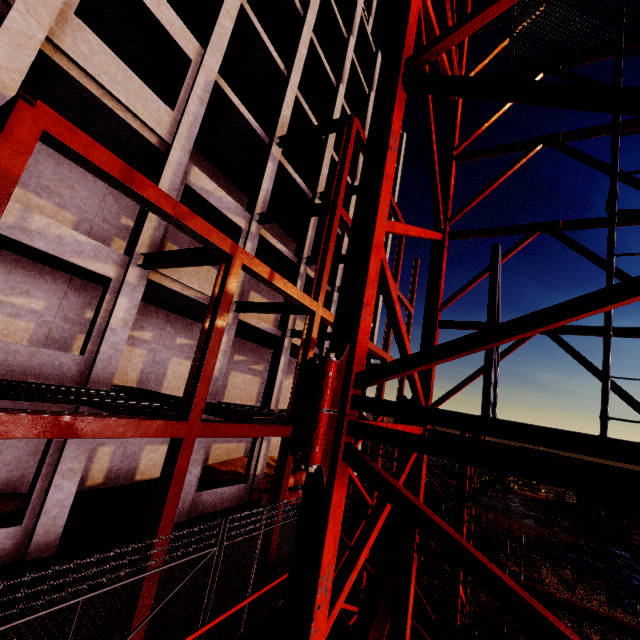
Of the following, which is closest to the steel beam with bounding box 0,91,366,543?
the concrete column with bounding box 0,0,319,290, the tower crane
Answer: the concrete column with bounding box 0,0,319,290

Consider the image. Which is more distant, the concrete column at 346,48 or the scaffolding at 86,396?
the concrete column at 346,48

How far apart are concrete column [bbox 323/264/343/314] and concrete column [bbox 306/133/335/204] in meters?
3.2

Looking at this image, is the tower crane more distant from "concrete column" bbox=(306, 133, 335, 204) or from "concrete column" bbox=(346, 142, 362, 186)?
"concrete column" bbox=(346, 142, 362, 186)

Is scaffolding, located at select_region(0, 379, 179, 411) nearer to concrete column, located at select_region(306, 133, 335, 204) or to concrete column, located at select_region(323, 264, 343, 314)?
concrete column, located at select_region(306, 133, 335, 204)

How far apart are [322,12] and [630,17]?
23.86m

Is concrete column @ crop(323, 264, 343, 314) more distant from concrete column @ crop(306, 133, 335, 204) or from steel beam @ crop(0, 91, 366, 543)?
concrete column @ crop(306, 133, 335, 204)

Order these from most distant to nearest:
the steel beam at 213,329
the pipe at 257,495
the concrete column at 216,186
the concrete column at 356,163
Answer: the concrete column at 356,163 < the pipe at 257,495 < the concrete column at 216,186 < the steel beam at 213,329
